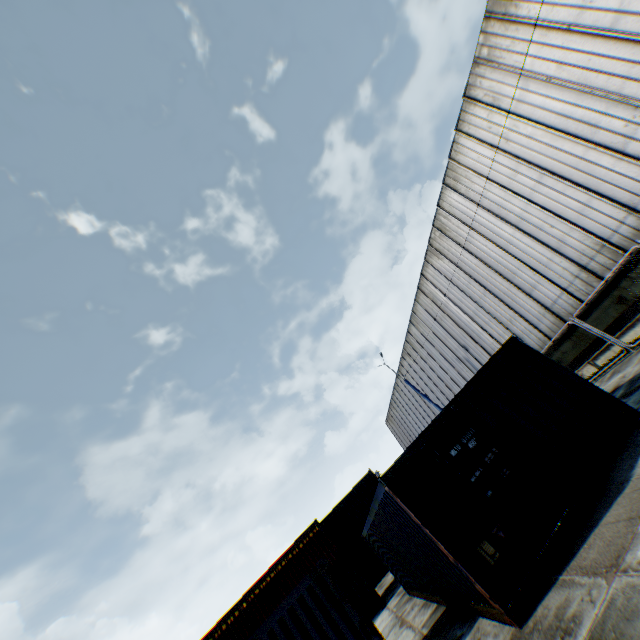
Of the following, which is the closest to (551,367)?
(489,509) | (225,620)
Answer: (489,509)

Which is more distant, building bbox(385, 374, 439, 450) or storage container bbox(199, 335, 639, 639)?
building bbox(385, 374, 439, 450)

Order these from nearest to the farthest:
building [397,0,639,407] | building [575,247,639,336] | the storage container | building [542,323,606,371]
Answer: the storage container, building [397,0,639,407], building [575,247,639,336], building [542,323,606,371]

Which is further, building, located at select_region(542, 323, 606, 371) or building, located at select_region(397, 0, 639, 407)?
building, located at select_region(542, 323, 606, 371)

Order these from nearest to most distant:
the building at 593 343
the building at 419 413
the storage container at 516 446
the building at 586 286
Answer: the storage container at 516 446 < the building at 586 286 < the building at 593 343 < the building at 419 413

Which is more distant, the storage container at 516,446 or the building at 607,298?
the building at 607,298
